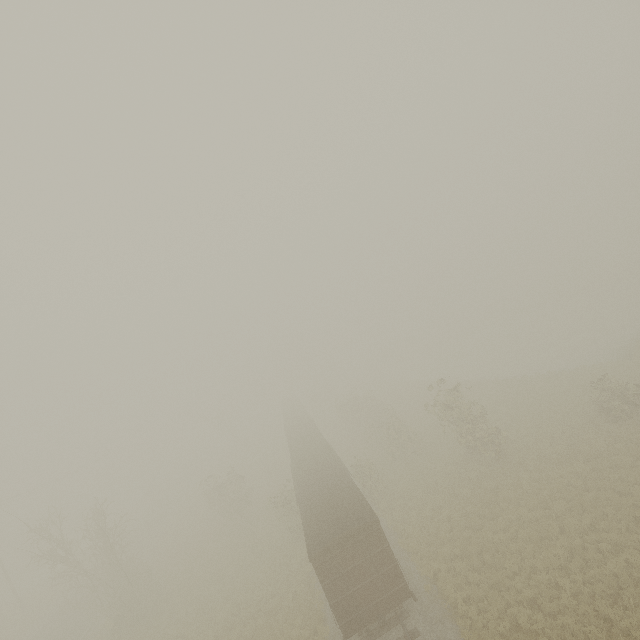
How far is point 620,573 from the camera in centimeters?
1272cm
